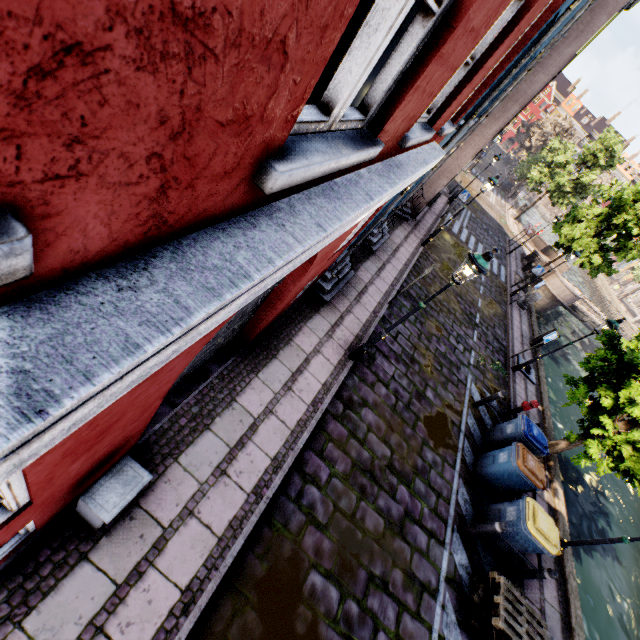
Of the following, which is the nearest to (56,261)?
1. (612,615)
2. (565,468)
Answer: (612,615)

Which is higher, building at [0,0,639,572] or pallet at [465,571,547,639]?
building at [0,0,639,572]

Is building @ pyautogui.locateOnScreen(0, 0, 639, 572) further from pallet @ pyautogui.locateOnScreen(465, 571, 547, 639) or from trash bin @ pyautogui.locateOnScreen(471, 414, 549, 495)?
pallet @ pyautogui.locateOnScreen(465, 571, 547, 639)

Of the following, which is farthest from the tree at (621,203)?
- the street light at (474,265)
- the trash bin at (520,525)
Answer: the street light at (474,265)

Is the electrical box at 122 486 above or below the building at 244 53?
below

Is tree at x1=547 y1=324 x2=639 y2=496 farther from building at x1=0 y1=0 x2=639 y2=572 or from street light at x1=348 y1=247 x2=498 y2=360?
street light at x1=348 y1=247 x2=498 y2=360

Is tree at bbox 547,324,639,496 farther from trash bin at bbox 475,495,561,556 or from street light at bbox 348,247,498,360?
street light at bbox 348,247,498,360

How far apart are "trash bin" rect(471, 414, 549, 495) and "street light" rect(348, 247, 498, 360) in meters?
4.3 m
